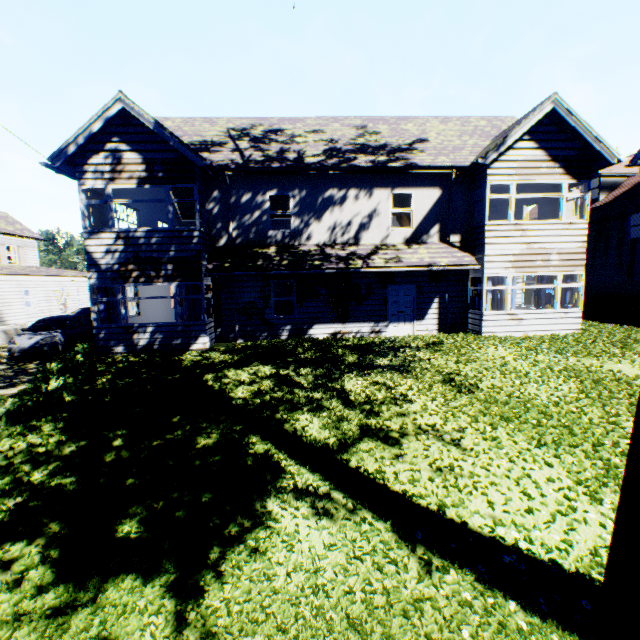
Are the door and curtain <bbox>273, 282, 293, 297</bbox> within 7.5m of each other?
yes

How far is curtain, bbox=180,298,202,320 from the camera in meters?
12.3 m

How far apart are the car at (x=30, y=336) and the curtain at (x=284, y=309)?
9.38m

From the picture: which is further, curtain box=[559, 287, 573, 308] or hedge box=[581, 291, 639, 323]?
hedge box=[581, 291, 639, 323]

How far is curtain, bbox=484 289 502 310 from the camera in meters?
12.9 m

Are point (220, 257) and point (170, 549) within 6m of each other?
no

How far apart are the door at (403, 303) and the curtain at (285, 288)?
3.8m
